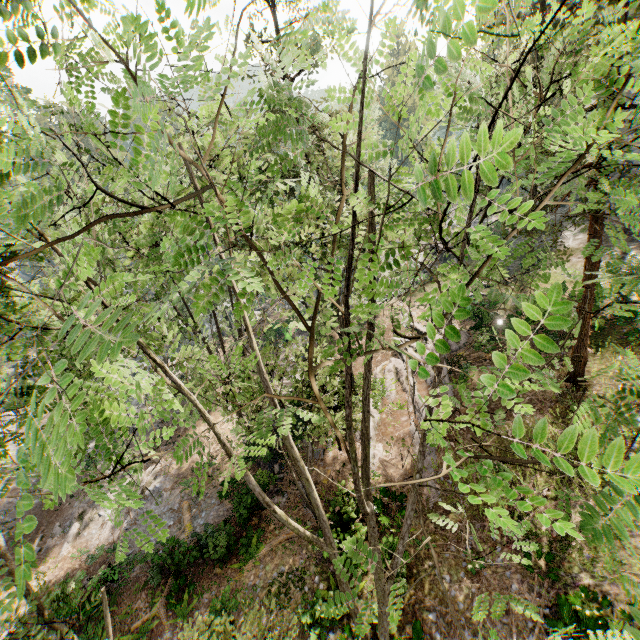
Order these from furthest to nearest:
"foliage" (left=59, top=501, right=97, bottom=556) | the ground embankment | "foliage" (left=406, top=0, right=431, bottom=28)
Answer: "foliage" (left=59, top=501, right=97, bottom=556) < the ground embankment < "foliage" (left=406, top=0, right=431, bottom=28)

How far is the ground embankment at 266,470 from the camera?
18.1 meters

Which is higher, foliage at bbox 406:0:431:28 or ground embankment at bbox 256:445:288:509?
foliage at bbox 406:0:431:28

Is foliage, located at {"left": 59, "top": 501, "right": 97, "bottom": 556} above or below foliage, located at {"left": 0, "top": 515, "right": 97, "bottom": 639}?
below

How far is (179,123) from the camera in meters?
7.2 m

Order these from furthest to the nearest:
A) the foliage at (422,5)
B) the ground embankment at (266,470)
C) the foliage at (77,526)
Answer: the foliage at (77,526), the ground embankment at (266,470), the foliage at (422,5)

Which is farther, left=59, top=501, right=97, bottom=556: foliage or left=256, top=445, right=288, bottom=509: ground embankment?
left=59, top=501, right=97, bottom=556: foliage
